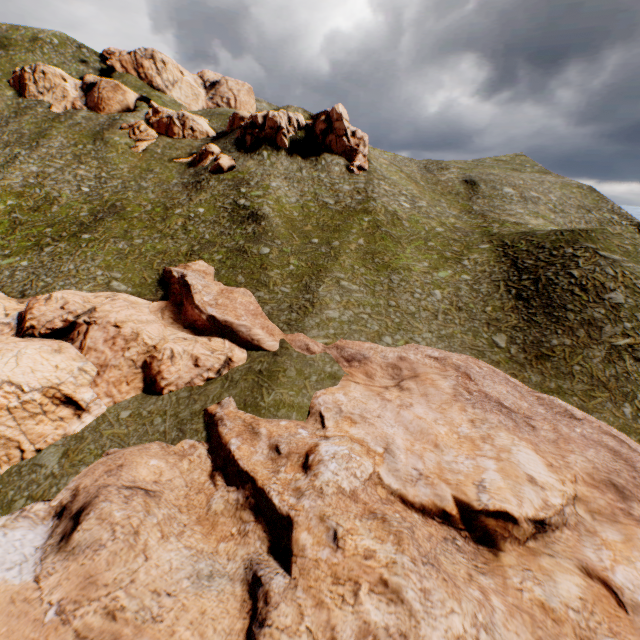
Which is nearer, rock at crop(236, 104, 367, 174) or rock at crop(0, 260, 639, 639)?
rock at crop(0, 260, 639, 639)

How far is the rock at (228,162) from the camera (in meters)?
51.47

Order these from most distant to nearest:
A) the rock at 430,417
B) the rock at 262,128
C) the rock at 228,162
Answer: the rock at 262,128
the rock at 228,162
the rock at 430,417

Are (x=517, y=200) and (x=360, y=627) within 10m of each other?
no

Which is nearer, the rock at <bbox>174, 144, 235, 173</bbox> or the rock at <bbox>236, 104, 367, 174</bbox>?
the rock at <bbox>174, 144, 235, 173</bbox>

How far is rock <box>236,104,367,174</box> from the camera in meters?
54.4 m

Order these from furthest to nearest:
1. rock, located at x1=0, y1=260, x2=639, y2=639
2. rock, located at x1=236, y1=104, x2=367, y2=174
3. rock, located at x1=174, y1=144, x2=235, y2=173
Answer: rock, located at x1=236, y1=104, x2=367, y2=174 → rock, located at x1=174, y1=144, x2=235, y2=173 → rock, located at x1=0, y1=260, x2=639, y2=639

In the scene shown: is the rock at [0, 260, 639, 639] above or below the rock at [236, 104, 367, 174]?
below
